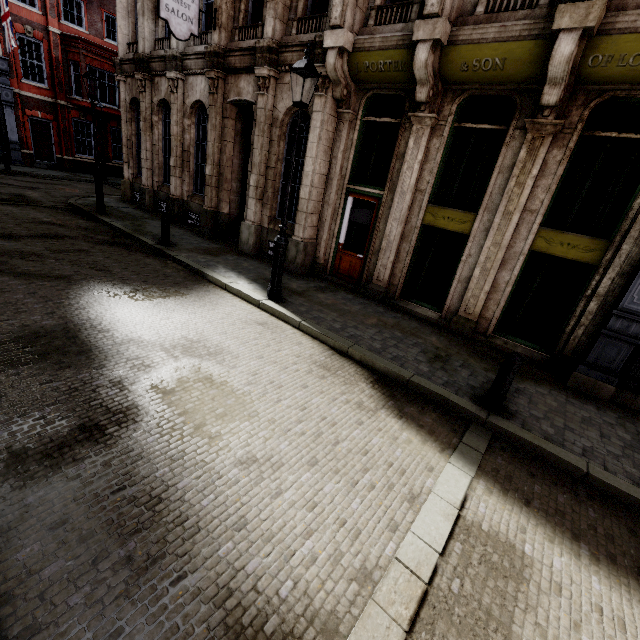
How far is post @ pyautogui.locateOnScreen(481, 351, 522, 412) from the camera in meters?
4.7 m

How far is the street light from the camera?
5.8 meters

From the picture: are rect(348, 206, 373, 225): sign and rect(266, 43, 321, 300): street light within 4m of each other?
yes

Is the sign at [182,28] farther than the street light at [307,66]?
Yes

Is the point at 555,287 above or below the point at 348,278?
above

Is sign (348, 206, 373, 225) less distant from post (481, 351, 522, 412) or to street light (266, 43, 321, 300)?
street light (266, 43, 321, 300)

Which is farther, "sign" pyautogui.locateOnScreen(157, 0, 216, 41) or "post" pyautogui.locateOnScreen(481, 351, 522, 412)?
"sign" pyautogui.locateOnScreen(157, 0, 216, 41)

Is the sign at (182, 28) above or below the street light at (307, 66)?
above
